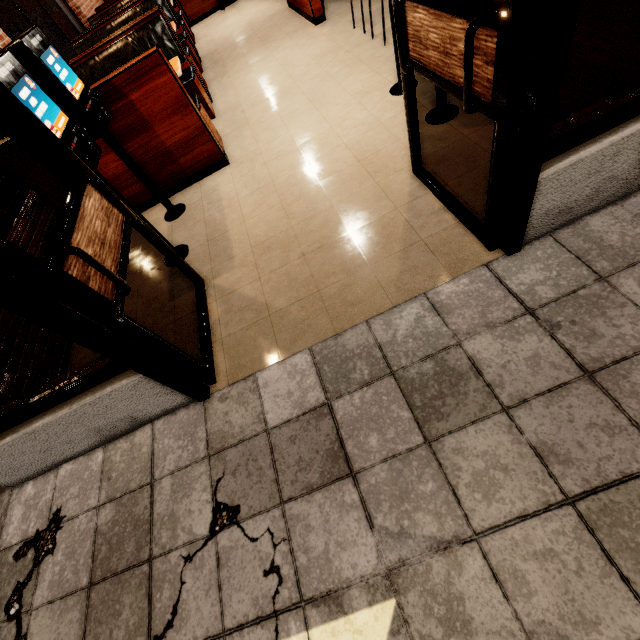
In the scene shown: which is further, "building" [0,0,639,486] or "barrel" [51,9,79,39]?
"barrel" [51,9,79,39]

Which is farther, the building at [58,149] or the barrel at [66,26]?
the barrel at [66,26]

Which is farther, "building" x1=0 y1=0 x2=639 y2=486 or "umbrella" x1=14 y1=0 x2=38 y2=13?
"umbrella" x1=14 y1=0 x2=38 y2=13

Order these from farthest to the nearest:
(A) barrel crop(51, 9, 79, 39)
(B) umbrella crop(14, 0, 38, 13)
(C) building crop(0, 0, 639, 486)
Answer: (A) barrel crop(51, 9, 79, 39)
(B) umbrella crop(14, 0, 38, 13)
(C) building crop(0, 0, 639, 486)

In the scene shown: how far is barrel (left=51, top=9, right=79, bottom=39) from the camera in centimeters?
1728cm

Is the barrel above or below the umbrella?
below

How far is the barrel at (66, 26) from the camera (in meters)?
17.28

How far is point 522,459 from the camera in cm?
146
